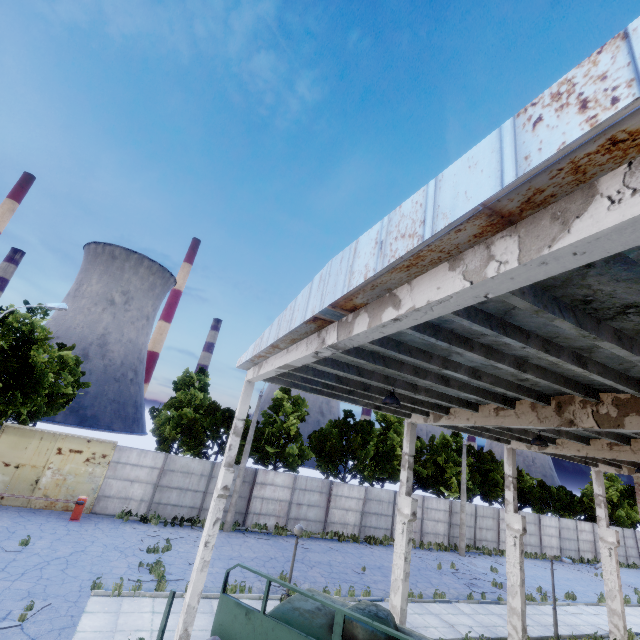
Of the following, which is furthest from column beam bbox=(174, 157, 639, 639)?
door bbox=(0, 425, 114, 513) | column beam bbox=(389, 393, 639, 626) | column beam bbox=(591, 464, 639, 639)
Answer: column beam bbox=(591, 464, 639, 639)

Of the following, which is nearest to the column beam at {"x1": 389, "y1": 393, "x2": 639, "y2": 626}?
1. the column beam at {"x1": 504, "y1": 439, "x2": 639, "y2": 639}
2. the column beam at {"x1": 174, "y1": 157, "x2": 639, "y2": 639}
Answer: the column beam at {"x1": 504, "y1": 439, "x2": 639, "y2": 639}

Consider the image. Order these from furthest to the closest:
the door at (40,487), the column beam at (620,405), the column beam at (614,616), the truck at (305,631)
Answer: the door at (40,487)
the column beam at (614,616)
the column beam at (620,405)
the truck at (305,631)

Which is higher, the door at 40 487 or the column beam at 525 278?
the column beam at 525 278

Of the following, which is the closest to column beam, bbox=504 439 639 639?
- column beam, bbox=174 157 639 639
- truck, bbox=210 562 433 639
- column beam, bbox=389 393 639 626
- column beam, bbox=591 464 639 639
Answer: truck, bbox=210 562 433 639

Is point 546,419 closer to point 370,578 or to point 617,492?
point 370,578

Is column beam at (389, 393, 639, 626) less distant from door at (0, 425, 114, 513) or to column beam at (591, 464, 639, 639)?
column beam at (591, 464, 639, 639)

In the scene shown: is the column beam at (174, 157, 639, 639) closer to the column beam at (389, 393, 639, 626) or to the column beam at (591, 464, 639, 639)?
the column beam at (389, 393, 639, 626)
